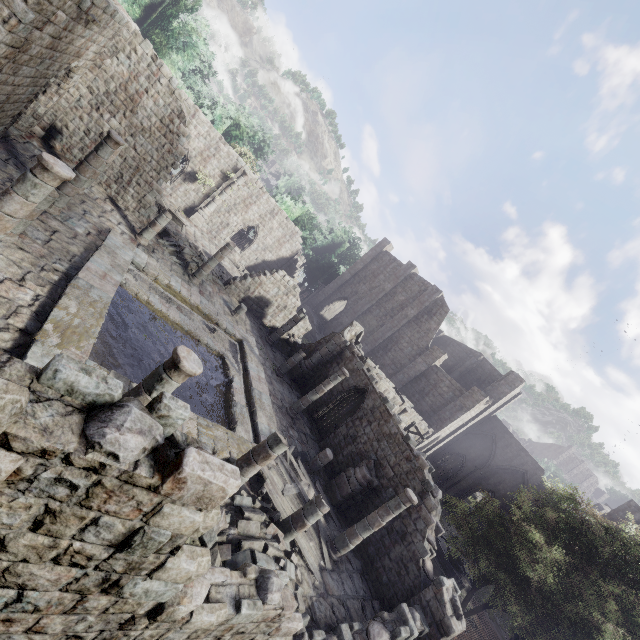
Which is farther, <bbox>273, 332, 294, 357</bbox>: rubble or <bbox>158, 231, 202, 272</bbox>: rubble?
<bbox>273, 332, 294, 357</bbox>: rubble

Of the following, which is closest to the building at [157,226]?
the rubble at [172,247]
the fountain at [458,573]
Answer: the rubble at [172,247]

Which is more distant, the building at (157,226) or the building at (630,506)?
the building at (630,506)

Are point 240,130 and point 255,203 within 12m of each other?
yes

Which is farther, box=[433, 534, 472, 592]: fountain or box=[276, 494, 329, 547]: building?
box=[433, 534, 472, 592]: fountain

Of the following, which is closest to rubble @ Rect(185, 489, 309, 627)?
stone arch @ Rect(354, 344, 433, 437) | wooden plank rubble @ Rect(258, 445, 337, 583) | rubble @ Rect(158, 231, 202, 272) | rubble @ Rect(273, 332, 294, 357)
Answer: wooden plank rubble @ Rect(258, 445, 337, 583)

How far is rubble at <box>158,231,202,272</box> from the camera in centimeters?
1931cm

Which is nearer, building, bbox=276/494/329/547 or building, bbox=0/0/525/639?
building, bbox=0/0/525/639
